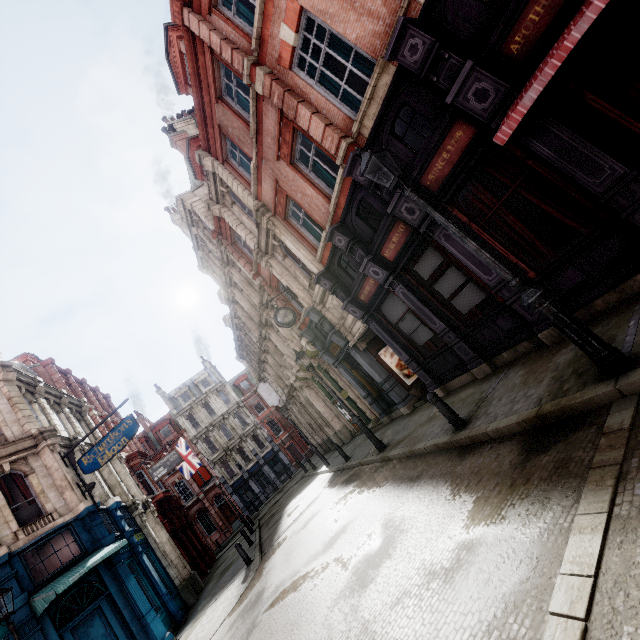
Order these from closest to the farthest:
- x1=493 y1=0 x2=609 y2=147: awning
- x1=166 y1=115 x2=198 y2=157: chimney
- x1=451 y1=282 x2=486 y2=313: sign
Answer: x1=493 y1=0 x2=609 y2=147: awning < x1=451 y1=282 x2=486 y2=313: sign < x1=166 y1=115 x2=198 y2=157: chimney

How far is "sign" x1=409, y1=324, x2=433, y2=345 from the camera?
10.25m

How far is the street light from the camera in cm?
407

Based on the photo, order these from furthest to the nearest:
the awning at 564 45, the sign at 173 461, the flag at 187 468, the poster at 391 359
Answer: the flag at 187 468 < the sign at 173 461 < the poster at 391 359 < the awning at 564 45

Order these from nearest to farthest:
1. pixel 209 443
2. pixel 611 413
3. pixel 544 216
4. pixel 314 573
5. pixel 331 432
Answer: pixel 611 413 < pixel 314 573 < pixel 544 216 < pixel 331 432 < pixel 209 443

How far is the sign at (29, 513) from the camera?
12.0m

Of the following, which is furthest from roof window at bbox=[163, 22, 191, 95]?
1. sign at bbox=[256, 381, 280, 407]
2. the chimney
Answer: sign at bbox=[256, 381, 280, 407]

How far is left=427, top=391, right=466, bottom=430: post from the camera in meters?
6.9
